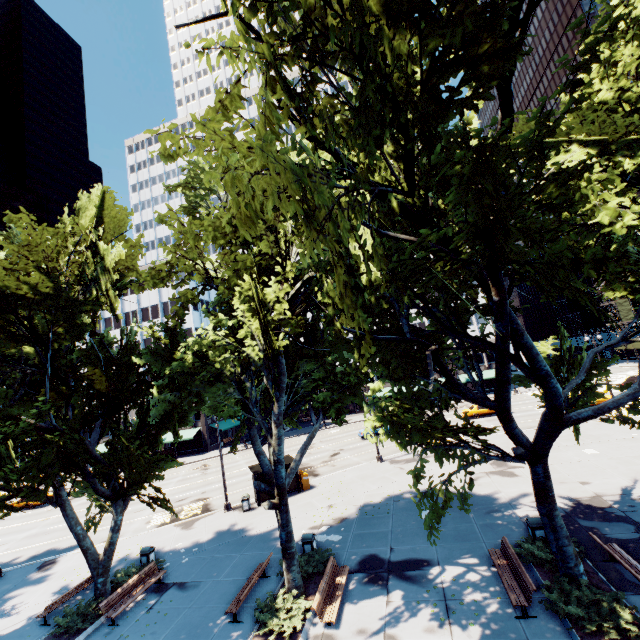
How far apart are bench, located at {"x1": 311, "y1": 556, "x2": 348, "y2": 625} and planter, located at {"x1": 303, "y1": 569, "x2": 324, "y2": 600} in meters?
0.6 m

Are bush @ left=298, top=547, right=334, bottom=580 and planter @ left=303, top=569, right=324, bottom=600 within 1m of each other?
yes

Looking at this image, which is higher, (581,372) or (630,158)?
(630,158)

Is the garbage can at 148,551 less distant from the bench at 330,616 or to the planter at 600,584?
the bench at 330,616

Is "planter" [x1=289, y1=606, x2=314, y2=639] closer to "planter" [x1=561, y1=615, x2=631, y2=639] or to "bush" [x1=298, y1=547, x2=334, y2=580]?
"bush" [x1=298, y1=547, x2=334, y2=580]

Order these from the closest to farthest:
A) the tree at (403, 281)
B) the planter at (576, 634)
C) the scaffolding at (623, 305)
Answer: the tree at (403, 281) → the planter at (576, 634) → the scaffolding at (623, 305)

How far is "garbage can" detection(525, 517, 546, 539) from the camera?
12.55m

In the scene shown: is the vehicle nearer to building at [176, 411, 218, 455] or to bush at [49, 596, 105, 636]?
building at [176, 411, 218, 455]
